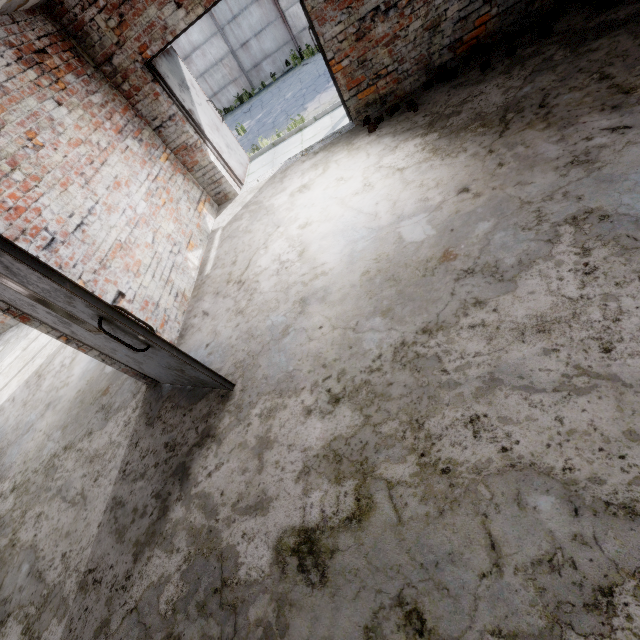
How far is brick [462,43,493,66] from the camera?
4.4 meters

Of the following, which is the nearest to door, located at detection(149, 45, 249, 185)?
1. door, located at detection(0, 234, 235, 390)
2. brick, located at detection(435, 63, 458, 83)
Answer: brick, located at detection(435, 63, 458, 83)

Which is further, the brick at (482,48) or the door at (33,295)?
the brick at (482,48)

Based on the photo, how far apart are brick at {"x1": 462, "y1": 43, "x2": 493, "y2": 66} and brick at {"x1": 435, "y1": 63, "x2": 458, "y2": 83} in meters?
0.2 m

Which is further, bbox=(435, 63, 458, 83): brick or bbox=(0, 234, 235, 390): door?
bbox=(435, 63, 458, 83): brick

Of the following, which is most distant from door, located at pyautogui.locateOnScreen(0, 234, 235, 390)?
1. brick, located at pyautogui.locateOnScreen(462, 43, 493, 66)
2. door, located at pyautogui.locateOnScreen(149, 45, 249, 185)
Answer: brick, located at pyautogui.locateOnScreen(462, 43, 493, 66)

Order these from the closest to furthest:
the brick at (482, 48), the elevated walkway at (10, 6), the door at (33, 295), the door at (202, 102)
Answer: the door at (33, 295) → the elevated walkway at (10, 6) → the brick at (482, 48) → the door at (202, 102)

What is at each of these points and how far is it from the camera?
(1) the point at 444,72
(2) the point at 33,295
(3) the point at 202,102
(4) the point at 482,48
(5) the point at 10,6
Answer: (1) brick, 4.6m
(2) door, 2.3m
(3) door, 5.8m
(4) brick, 4.4m
(5) elevated walkway, 3.5m
